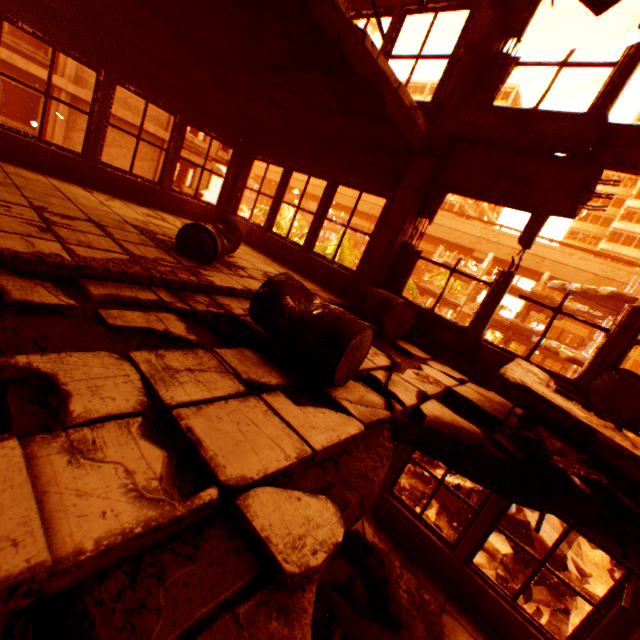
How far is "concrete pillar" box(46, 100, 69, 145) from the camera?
14.6m

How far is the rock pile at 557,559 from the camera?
14.30m

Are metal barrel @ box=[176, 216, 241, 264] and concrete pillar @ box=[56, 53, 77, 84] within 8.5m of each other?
no

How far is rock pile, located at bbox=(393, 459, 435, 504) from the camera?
16.1m

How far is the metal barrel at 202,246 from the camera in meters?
3.9

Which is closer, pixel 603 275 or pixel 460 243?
pixel 603 275

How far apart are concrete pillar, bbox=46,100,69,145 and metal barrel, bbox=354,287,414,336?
18.12m

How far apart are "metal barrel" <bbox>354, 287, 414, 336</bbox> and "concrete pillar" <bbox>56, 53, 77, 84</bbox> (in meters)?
18.28
